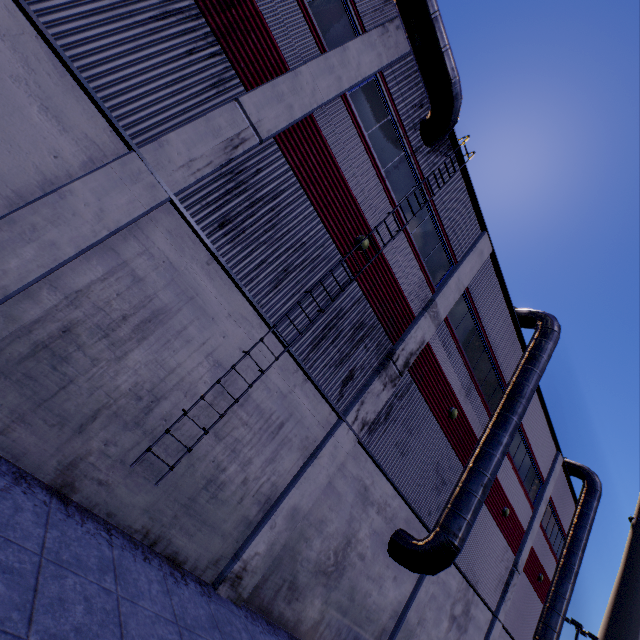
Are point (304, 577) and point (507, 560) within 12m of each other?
no

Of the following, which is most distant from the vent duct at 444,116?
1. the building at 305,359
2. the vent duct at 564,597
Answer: the vent duct at 564,597

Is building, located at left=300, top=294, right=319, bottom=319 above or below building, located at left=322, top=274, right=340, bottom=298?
below

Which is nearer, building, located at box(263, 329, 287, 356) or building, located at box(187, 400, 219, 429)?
building, located at box(187, 400, 219, 429)

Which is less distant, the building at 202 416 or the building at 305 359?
the building at 305 359

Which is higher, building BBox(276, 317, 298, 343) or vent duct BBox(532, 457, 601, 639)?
vent duct BBox(532, 457, 601, 639)
